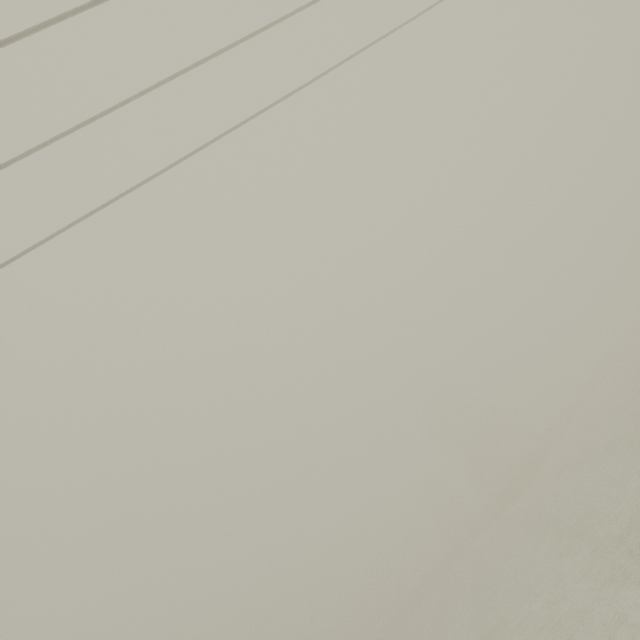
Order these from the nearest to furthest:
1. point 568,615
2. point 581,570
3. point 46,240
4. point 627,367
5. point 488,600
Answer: point 46,240 → point 568,615 → point 581,570 → point 488,600 → point 627,367
